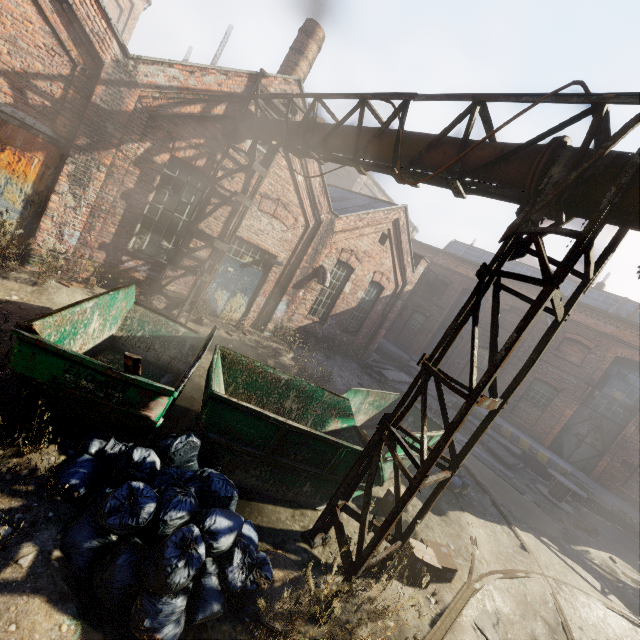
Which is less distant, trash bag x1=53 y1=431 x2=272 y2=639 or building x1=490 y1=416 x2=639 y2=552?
trash bag x1=53 y1=431 x2=272 y2=639

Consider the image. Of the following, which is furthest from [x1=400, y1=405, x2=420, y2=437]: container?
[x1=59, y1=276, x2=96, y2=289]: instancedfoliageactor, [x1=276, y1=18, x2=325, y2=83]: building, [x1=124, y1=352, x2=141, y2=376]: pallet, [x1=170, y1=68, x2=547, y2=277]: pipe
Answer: [x1=276, y1=18, x2=325, y2=83]: building

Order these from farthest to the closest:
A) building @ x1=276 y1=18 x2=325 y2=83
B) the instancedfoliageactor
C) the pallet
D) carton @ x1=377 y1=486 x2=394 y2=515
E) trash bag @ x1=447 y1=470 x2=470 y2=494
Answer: building @ x1=276 y1=18 x2=325 y2=83
trash bag @ x1=447 y1=470 x2=470 y2=494
the instancedfoliageactor
carton @ x1=377 y1=486 x2=394 y2=515
the pallet

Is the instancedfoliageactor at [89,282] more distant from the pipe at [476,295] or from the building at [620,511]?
the building at [620,511]

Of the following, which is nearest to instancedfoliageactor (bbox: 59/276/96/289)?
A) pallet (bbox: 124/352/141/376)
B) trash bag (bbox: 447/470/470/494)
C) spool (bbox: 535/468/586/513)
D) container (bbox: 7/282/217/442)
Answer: container (bbox: 7/282/217/442)

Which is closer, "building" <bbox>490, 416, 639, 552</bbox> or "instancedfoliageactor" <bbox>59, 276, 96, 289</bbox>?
"instancedfoliageactor" <bbox>59, 276, 96, 289</bbox>

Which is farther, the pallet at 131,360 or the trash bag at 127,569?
Answer: the pallet at 131,360

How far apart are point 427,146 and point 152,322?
6.1m
